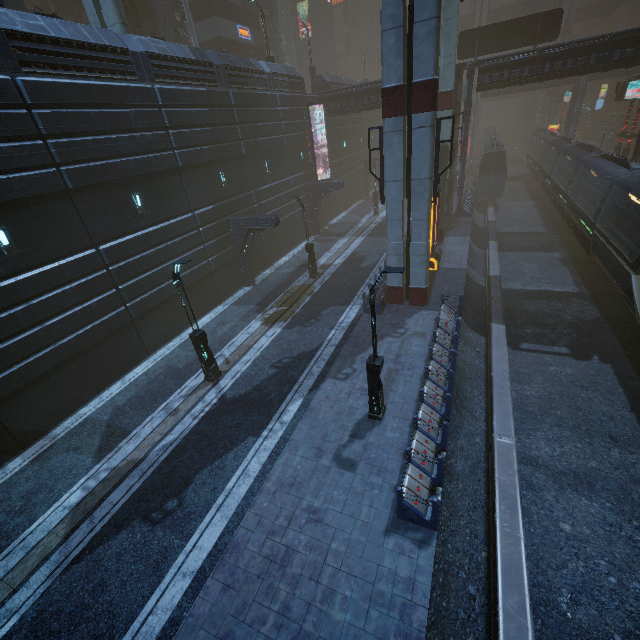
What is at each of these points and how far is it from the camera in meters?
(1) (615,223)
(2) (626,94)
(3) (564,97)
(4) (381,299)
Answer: (1) train, 18.2
(2) sign, 28.8
(3) sign, 51.2
(4) building, 17.5

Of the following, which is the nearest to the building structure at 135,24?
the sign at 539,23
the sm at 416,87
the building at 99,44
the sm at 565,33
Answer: the building at 99,44

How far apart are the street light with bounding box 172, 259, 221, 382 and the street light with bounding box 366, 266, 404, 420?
6.7m

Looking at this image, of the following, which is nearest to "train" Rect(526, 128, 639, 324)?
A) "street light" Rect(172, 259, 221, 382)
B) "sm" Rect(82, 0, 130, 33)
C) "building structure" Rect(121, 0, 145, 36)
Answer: "street light" Rect(172, 259, 221, 382)

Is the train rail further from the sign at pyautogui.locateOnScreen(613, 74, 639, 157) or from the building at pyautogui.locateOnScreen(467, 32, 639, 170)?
the sign at pyautogui.locateOnScreen(613, 74, 639, 157)

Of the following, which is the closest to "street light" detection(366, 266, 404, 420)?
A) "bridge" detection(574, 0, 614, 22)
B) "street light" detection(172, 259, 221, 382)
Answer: "street light" detection(172, 259, 221, 382)

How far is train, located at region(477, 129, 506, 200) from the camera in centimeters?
3384cm

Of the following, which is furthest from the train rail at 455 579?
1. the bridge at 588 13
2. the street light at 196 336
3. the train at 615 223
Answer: the bridge at 588 13
